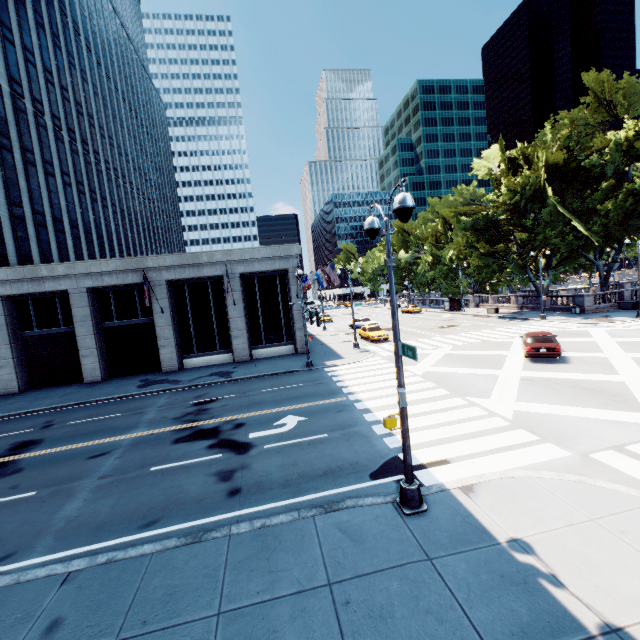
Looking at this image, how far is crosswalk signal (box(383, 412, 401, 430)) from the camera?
7.59m

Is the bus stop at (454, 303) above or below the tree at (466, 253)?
below

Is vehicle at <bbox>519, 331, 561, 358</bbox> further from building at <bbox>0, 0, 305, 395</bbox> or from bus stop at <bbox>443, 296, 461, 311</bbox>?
bus stop at <bbox>443, 296, 461, 311</bbox>

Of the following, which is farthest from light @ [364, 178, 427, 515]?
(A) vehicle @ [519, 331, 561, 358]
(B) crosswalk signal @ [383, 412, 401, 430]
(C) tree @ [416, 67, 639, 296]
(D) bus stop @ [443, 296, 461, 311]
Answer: (D) bus stop @ [443, 296, 461, 311]

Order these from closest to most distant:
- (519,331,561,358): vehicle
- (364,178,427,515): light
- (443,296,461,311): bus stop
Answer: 1. (364,178,427,515): light
2. (519,331,561,358): vehicle
3. (443,296,461,311): bus stop

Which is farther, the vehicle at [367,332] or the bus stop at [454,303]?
the bus stop at [454,303]

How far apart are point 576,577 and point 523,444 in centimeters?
508cm
